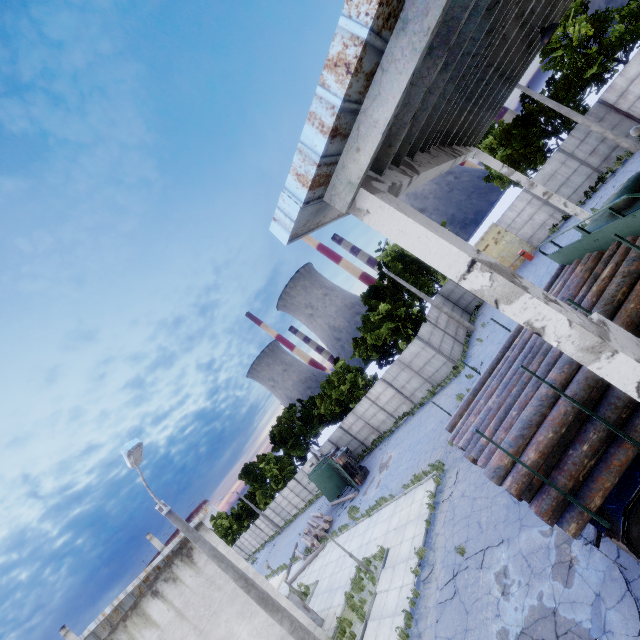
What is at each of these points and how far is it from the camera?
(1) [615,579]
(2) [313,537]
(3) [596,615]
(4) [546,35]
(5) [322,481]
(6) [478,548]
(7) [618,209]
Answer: (1) asphalt debris, 6.3 meters
(2) log pile, 26.7 meters
(3) asphalt debris, 6.2 meters
(4) ceiling lamp, 8.8 meters
(5) truck, 30.4 meters
(6) asphalt debris, 10.1 meters
(7) truck, 7.5 meters

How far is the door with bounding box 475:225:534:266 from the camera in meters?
25.8 m

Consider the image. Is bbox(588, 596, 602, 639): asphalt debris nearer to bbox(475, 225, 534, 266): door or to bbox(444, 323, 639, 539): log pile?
bbox(444, 323, 639, 539): log pile

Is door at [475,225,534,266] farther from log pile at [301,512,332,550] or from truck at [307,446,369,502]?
log pile at [301,512,332,550]

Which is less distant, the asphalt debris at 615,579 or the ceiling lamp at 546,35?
the asphalt debris at 615,579

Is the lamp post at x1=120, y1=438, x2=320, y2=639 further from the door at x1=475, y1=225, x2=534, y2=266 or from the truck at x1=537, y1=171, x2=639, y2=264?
the door at x1=475, y1=225, x2=534, y2=266

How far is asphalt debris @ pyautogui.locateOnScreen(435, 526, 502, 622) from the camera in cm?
977

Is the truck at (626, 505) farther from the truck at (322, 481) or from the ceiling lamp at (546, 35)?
the truck at (322, 481)
